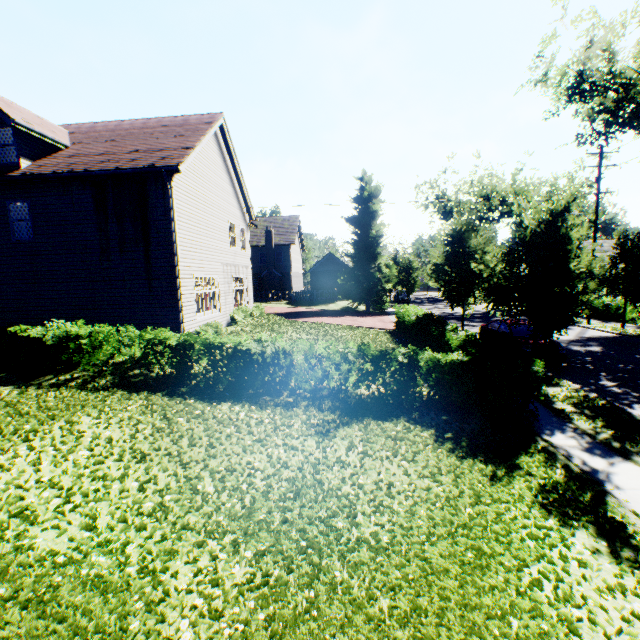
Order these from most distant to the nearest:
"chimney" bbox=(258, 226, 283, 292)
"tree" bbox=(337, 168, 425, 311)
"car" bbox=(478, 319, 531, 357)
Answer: "chimney" bbox=(258, 226, 283, 292), "tree" bbox=(337, 168, 425, 311), "car" bbox=(478, 319, 531, 357)

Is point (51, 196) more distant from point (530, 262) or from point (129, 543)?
point (530, 262)

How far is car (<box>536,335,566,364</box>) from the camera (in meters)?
12.97

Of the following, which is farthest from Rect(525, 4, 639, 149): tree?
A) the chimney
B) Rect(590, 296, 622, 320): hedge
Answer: the chimney

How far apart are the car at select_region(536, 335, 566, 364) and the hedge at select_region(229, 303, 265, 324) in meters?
13.1 m

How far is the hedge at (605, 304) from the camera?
23.8 meters

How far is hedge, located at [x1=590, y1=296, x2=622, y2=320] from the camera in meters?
23.8 m

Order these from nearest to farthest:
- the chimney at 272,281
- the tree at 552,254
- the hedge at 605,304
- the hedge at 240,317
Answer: the tree at 552,254, the hedge at 240,317, the hedge at 605,304, the chimney at 272,281
